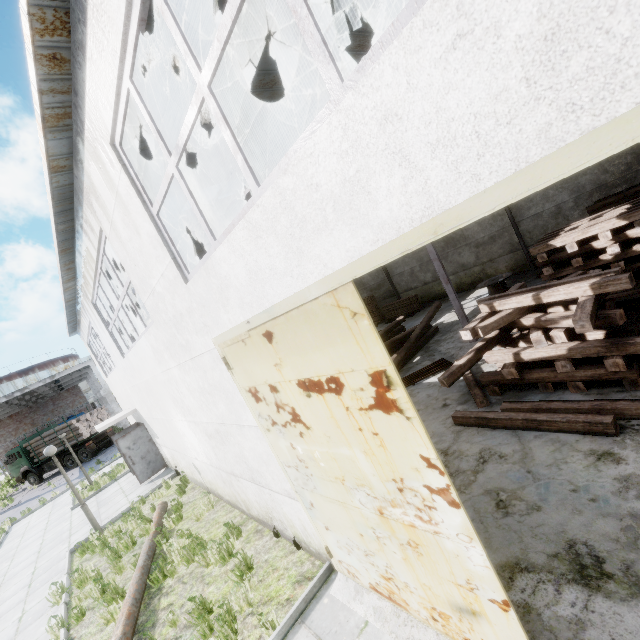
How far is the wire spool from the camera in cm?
1395

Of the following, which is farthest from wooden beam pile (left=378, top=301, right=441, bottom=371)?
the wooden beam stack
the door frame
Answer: the wooden beam stack

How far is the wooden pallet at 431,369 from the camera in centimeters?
975cm

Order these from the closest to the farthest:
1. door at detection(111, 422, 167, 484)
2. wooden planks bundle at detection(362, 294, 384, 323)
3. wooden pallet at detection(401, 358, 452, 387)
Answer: wooden pallet at detection(401, 358, 452, 387)
door at detection(111, 422, 167, 484)
wooden planks bundle at detection(362, 294, 384, 323)

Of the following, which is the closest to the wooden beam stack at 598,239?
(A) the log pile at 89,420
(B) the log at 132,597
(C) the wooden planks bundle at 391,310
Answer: (C) the wooden planks bundle at 391,310

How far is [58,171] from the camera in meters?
5.7

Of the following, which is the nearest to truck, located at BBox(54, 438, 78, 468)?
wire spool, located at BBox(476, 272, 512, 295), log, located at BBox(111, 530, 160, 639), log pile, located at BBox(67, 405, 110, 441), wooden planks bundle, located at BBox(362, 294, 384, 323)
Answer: log pile, located at BBox(67, 405, 110, 441)

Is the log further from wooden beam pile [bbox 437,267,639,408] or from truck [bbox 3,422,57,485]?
truck [bbox 3,422,57,485]
